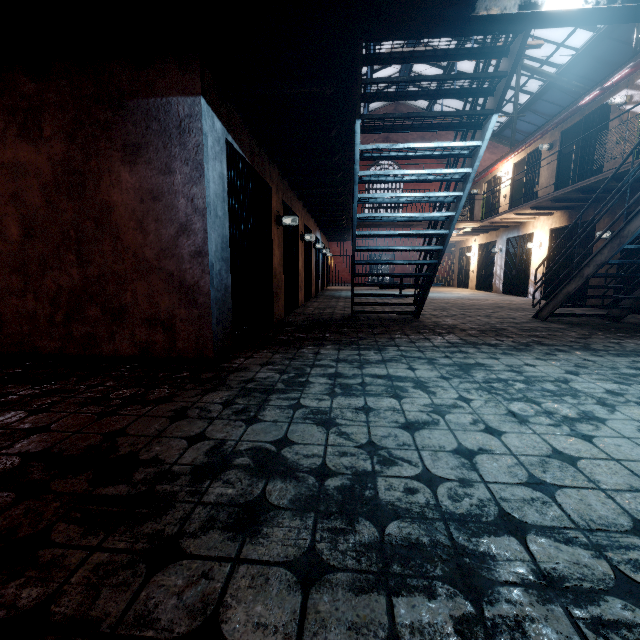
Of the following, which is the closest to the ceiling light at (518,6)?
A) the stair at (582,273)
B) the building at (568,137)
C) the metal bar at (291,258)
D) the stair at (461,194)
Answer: the stair at (461,194)

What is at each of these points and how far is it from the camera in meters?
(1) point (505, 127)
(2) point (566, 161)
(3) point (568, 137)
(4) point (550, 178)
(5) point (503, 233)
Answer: (1) window, 17.8
(2) building, 10.5
(3) building, 10.4
(4) building, 10.7
(5) building, 13.9

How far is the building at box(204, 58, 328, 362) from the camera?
3.2m

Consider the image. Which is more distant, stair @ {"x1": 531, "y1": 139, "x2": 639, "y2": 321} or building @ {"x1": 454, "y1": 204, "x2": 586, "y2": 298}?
building @ {"x1": 454, "y1": 204, "x2": 586, "y2": 298}

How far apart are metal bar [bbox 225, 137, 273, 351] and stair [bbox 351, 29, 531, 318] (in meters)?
1.39

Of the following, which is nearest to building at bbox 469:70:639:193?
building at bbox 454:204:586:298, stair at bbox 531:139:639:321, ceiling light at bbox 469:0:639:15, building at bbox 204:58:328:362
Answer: building at bbox 454:204:586:298

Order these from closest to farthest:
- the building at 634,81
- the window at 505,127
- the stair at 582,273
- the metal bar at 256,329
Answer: the metal bar at 256,329
the stair at 582,273
the building at 634,81
the window at 505,127

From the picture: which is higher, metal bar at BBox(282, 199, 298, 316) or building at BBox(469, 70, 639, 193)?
building at BBox(469, 70, 639, 193)
